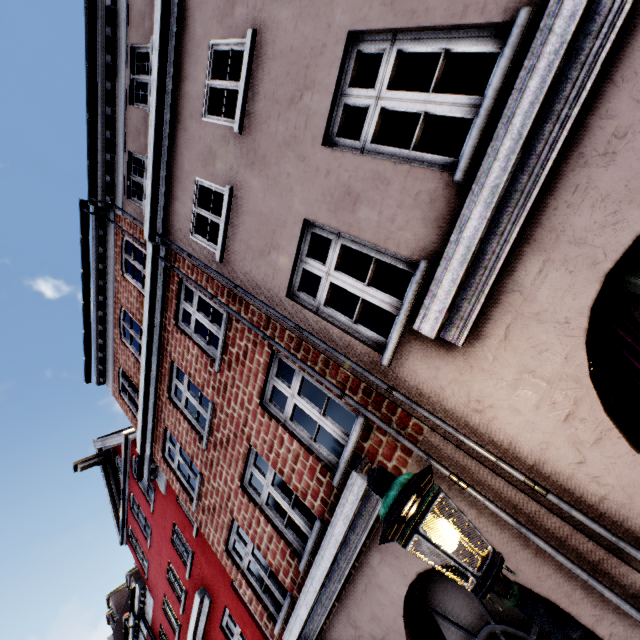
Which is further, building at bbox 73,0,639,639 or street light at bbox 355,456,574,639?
building at bbox 73,0,639,639

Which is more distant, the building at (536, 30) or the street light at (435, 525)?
the building at (536, 30)

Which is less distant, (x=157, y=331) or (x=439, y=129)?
(x=157, y=331)
